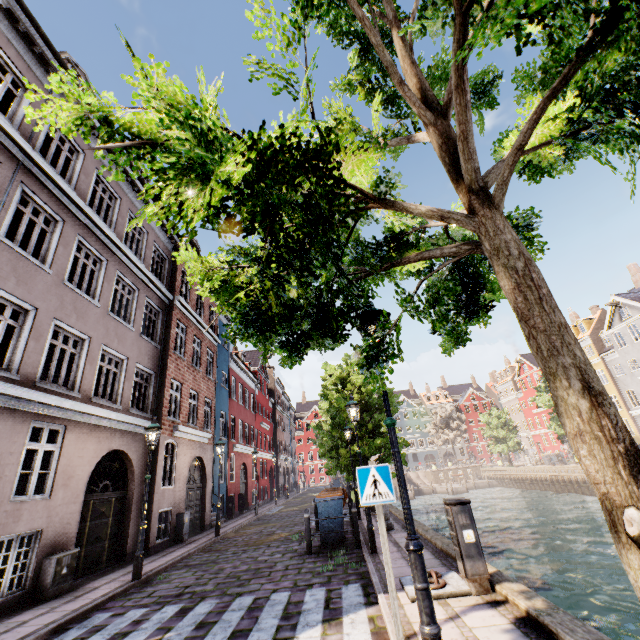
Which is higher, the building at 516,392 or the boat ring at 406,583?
the building at 516,392

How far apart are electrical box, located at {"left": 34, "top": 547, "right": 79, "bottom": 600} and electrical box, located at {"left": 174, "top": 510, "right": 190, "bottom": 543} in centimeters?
537cm

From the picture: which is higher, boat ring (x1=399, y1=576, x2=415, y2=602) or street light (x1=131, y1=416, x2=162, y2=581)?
street light (x1=131, y1=416, x2=162, y2=581)

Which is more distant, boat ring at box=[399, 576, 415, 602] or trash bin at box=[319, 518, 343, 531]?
trash bin at box=[319, 518, 343, 531]

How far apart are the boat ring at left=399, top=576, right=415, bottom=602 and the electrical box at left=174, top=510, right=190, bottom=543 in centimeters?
1081cm

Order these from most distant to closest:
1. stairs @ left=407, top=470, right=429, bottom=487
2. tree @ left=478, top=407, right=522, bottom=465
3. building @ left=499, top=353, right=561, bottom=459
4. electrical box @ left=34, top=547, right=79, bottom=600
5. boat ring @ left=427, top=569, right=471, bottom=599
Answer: stairs @ left=407, top=470, right=429, bottom=487 → building @ left=499, top=353, right=561, bottom=459 → tree @ left=478, top=407, right=522, bottom=465 → electrical box @ left=34, top=547, right=79, bottom=600 → boat ring @ left=427, top=569, right=471, bottom=599

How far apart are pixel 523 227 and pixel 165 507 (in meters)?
15.03

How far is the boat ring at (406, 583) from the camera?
4.9 meters
